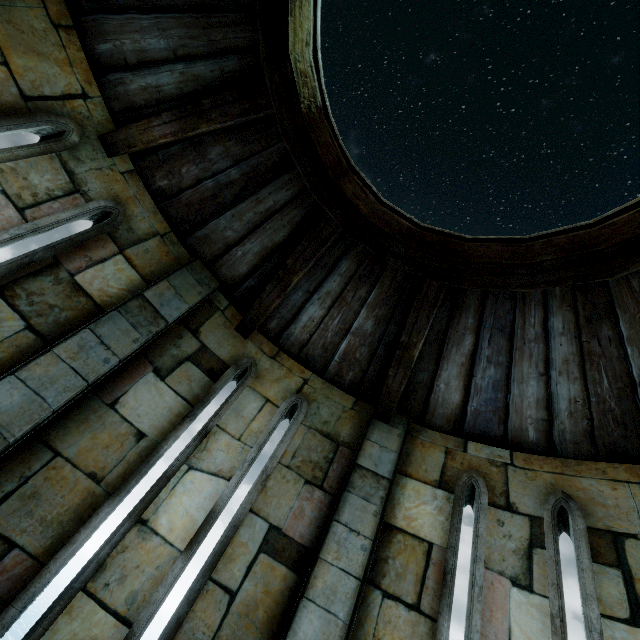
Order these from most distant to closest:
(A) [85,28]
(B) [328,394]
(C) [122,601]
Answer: (B) [328,394]
(A) [85,28]
(C) [122,601]
